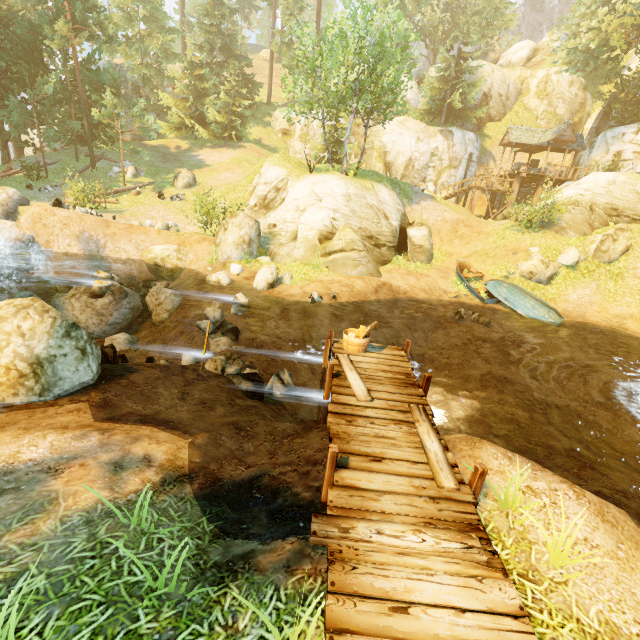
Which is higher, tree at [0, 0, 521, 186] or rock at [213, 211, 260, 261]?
tree at [0, 0, 521, 186]

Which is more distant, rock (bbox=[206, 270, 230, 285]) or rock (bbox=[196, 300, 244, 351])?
rock (bbox=[206, 270, 230, 285])

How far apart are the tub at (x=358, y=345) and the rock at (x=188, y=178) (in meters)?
24.56

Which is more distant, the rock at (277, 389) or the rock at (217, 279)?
the rock at (217, 279)

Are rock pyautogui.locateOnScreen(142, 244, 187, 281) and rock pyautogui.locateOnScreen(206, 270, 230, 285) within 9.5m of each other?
yes

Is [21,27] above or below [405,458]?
above

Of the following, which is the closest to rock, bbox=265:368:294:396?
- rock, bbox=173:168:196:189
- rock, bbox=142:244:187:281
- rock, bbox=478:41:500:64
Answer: rock, bbox=142:244:187:281

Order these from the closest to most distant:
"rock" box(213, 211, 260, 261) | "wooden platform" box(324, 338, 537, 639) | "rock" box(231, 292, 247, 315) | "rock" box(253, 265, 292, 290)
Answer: "wooden platform" box(324, 338, 537, 639), "rock" box(231, 292, 247, 315), "rock" box(253, 265, 292, 290), "rock" box(213, 211, 260, 261)
